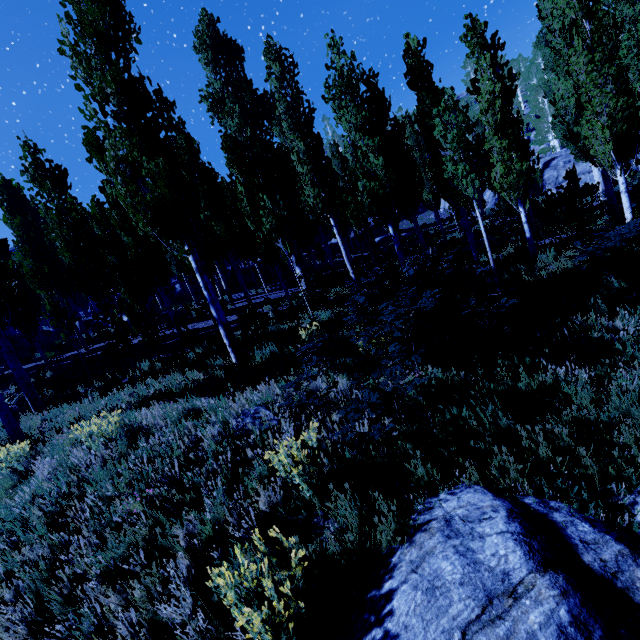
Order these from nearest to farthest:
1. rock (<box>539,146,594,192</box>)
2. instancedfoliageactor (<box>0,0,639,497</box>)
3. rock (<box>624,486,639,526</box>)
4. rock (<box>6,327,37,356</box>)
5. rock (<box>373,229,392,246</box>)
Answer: rock (<box>624,486,639,526</box>)
instancedfoliageactor (<box>0,0,639,497</box>)
rock (<box>6,327,37,356</box>)
rock (<box>539,146,594,192</box>)
rock (<box>373,229,392,246</box>)

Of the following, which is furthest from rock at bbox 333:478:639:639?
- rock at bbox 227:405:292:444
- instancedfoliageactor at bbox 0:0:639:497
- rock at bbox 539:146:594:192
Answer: rock at bbox 539:146:594:192

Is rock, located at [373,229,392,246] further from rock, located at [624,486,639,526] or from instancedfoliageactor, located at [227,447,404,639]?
rock, located at [624,486,639,526]

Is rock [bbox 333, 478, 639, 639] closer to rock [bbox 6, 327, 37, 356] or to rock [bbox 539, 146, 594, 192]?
rock [bbox 6, 327, 37, 356]

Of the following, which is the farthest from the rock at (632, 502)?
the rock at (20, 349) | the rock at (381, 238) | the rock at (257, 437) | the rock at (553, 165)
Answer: the rock at (381, 238)

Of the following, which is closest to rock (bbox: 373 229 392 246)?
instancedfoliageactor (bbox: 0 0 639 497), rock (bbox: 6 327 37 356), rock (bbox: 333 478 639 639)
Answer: instancedfoliageactor (bbox: 0 0 639 497)

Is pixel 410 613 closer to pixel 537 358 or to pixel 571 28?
pixel 537 358

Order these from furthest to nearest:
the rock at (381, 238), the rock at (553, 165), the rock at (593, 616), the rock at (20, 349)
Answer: the rock at (381, 238)
the rock at (553, 165)
the rock at (20, 349)
the rock at (593, 616)
